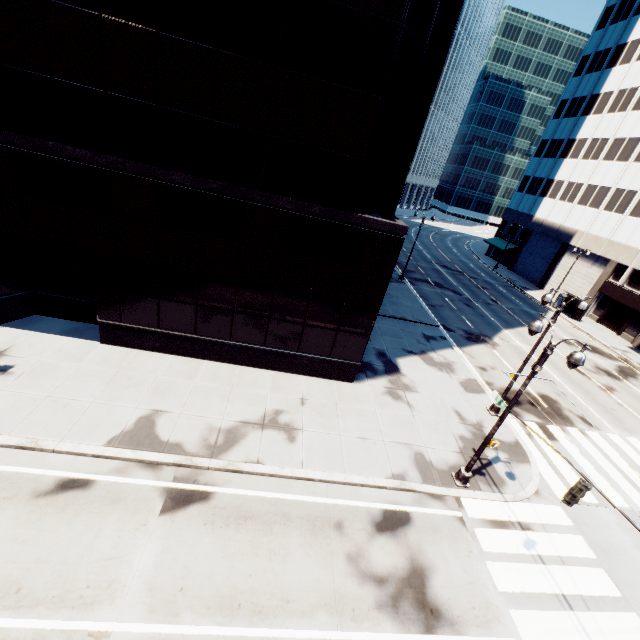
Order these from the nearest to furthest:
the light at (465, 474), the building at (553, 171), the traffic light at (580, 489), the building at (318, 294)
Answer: the traffic light at (580, 489) → the light at (465, 474) → the building at (318, 294) → the building at (553, 171)

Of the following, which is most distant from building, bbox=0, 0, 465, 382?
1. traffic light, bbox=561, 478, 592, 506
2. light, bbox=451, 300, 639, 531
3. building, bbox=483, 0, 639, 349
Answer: building, bbox=483, 0, 639, 349

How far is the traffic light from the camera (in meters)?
8.51

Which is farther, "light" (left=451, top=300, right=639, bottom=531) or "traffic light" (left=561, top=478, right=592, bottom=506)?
"light" (left=451, top=300, right=639, bottom=531)

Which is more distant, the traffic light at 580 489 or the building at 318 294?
the building at 318 294

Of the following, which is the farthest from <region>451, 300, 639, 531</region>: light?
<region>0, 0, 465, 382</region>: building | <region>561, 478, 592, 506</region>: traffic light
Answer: <region>0, 0, 465, 382</region>: building

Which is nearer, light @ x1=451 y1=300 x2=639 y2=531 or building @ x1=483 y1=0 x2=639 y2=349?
light @ x1=451 y1=300 x2=639 y2=531

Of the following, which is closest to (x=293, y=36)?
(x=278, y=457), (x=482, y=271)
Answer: (x=278, y=457)
